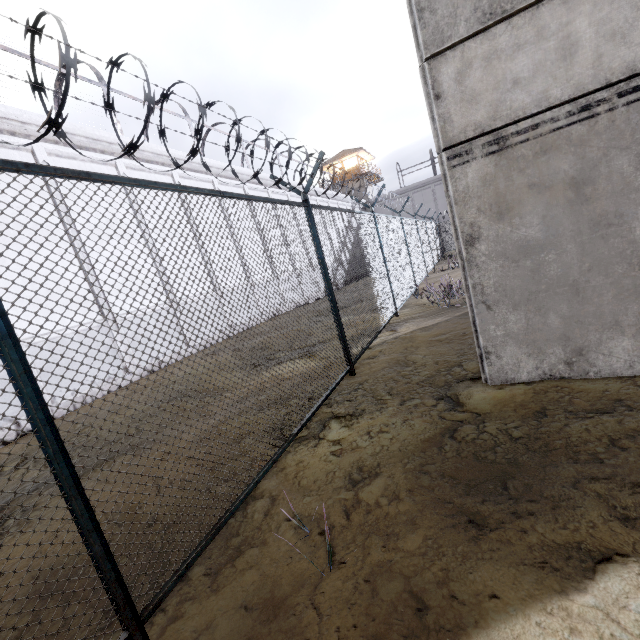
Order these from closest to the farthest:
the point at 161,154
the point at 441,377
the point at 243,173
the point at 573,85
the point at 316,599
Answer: the point at 316,599
the point at 573,85
the point at 441,377
the point at 161,154
the point at 243,173

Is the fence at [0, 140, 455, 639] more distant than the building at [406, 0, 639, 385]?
No

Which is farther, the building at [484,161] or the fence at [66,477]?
the building at [484,161]
